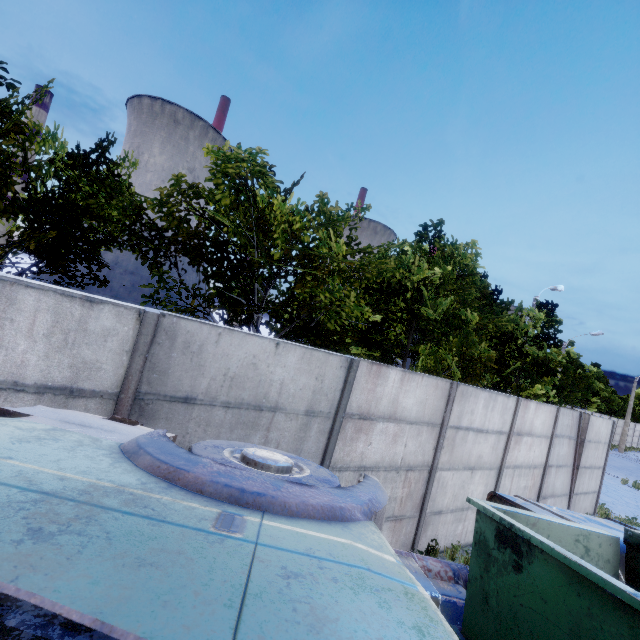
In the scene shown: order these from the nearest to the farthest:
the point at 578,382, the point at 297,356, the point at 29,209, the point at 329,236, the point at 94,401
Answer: the point at 94,401 < the point at 297,356 < the point at 329,236 < the point at 29,209 < the point at 578,382
